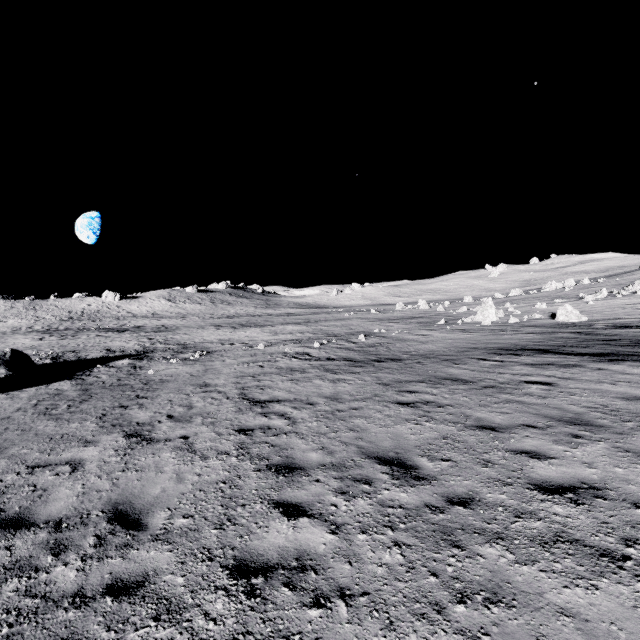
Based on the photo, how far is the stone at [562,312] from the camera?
22.41m

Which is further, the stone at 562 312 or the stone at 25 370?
the stone at 562 312

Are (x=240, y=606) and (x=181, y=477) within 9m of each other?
yes

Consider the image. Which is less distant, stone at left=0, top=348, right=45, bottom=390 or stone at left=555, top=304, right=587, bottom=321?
stone at left=0, top=348, right=45, bottom=390

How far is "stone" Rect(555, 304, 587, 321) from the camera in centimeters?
2241cm
